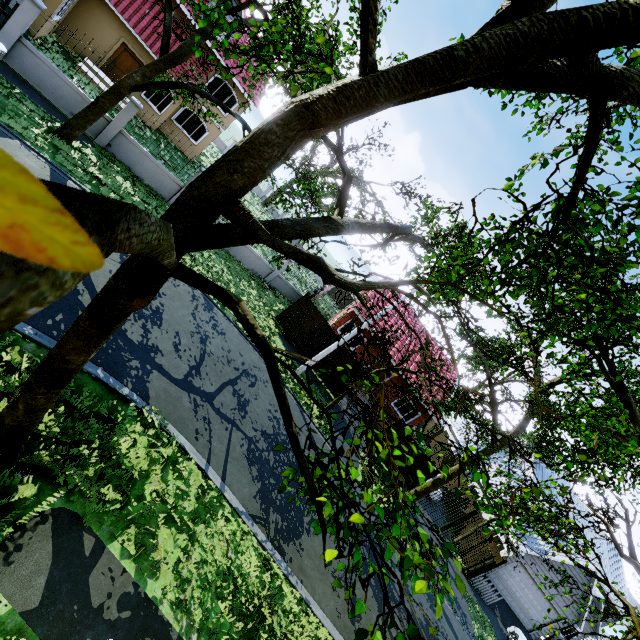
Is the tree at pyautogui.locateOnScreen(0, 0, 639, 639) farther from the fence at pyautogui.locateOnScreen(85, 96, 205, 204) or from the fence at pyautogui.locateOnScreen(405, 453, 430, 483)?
the fence at pyautogui.locateOnScreen(405, 453, 430, 483)

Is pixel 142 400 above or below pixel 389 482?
below

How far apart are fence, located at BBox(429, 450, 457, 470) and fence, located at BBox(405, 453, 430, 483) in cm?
1196

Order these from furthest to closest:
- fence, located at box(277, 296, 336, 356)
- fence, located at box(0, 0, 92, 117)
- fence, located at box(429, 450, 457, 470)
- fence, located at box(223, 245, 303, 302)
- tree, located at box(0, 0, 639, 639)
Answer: fence, located at box(429, 450, 457, 470), fence, located at box(223, 245, 303, 302), fence, located at box(277, 296, 336, 356), fence, located at box(0, 0, 92, 117), tree, located at box(0, 0, 639, 639)

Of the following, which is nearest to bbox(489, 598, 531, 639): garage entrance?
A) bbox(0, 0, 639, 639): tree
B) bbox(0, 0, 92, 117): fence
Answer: bbox(0, 0, 639, 639): tree

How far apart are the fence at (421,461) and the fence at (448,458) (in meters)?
11.96

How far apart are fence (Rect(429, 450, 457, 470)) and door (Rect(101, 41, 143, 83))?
37.04m

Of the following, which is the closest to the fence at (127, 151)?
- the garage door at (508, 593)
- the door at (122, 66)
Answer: the door at (122, 66)
